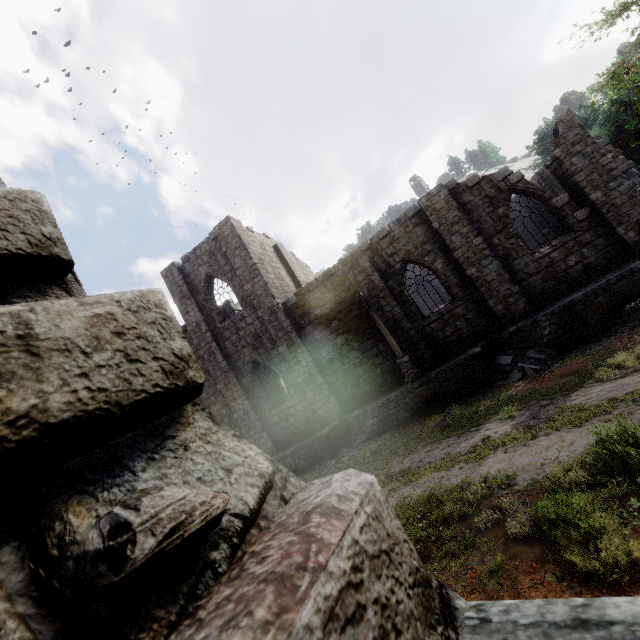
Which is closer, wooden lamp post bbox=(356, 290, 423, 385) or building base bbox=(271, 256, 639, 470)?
building base bbox=(271, 256, 639, 470)

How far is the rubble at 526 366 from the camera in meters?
11.8 m

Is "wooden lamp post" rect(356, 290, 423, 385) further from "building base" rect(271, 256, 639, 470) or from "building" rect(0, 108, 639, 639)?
"building" rect(0, 108, 639, 639)

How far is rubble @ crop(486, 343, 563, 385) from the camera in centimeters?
1176cm

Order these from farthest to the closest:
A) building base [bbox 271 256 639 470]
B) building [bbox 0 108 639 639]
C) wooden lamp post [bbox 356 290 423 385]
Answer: wooden lamp post [bbox 356 290 423 385]
building base [bbox 271 256 639 470]
building [bbox 0 108 639 639]

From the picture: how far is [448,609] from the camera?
0.9m

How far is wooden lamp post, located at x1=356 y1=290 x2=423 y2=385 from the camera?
14.07m

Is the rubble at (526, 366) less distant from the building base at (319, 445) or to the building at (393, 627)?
the building base at (319, 445)
